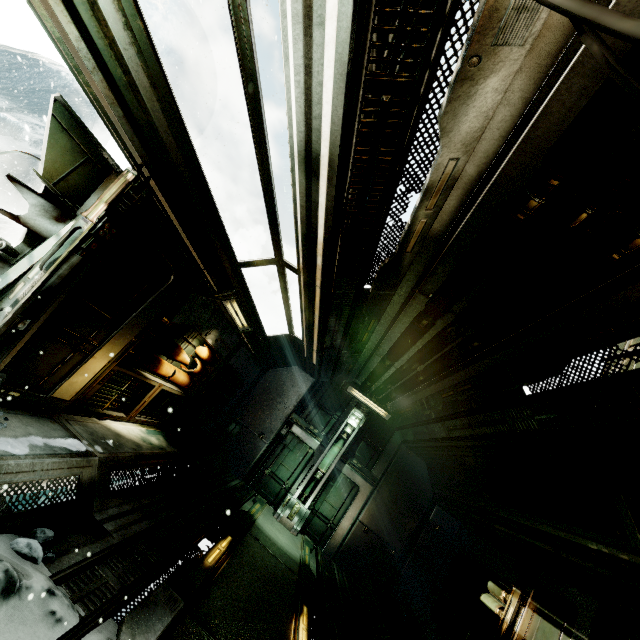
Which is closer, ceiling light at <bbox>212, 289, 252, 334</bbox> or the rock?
the rock

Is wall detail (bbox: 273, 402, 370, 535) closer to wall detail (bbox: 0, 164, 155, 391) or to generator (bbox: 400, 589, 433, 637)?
generator (bbox: 400, 589, 433, 637)

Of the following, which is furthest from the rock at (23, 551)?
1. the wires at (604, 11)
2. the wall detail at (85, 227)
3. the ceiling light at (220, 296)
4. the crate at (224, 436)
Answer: the crate at (224, 436)

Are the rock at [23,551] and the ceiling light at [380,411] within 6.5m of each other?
no

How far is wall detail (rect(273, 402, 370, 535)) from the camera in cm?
926

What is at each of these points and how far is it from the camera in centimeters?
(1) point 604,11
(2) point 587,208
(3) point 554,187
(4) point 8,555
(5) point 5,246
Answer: (1) wires, 76cm
(2) pipe, 245cm
(3) pipe, 234cm
(4) snow pile, 254cm
(5) wires, 315cm

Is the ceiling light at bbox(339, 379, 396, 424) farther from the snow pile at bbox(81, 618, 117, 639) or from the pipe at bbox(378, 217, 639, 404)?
the snow pile at bbox(81, 618, 117, 639)

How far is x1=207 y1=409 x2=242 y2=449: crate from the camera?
9.6 meters
